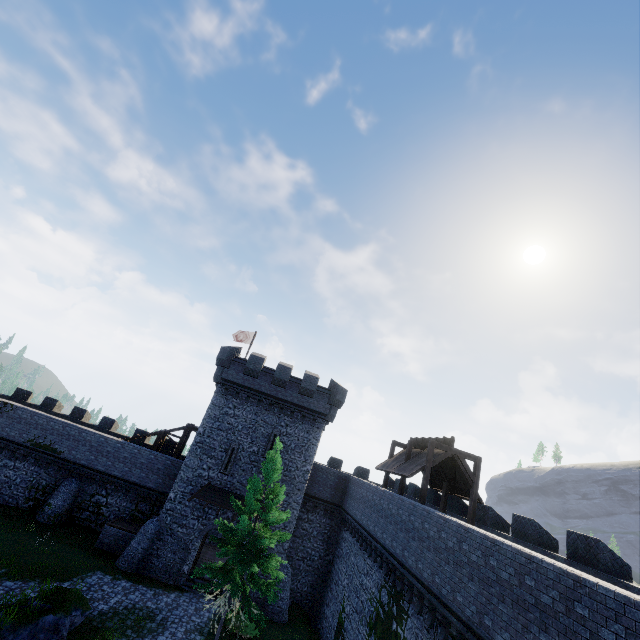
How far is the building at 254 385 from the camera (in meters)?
24.23

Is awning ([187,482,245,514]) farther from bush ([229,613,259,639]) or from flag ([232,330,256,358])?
flag ([232,330,256,358])

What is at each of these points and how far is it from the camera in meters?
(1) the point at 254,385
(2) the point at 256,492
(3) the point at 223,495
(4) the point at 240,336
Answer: (1) building, 27.6 m
(2) tree, 17.9 m
(3) awning, 24.6 m
(4) flag, 35.9 m

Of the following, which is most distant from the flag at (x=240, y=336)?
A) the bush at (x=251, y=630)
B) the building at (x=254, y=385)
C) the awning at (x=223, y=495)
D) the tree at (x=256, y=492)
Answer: the bush at (x=251, y=630)

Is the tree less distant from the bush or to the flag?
the bush

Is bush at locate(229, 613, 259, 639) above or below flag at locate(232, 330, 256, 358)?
below

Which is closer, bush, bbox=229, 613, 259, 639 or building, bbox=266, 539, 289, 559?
bush, bbox=229, 613, 259, 639

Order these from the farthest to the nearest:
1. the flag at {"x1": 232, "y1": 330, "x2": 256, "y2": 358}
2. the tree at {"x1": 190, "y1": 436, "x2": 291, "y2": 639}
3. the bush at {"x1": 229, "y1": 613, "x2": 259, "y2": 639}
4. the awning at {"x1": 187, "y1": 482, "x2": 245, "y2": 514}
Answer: the flag at {"x1": 232, "y1": 330, "x2": 256, "y2": 358}, the awning at {"x1": 187, "y1": 482, "x2": 245, "y2": 514}, the bush at {"x1": 229, "y1": 613, "x2": 259, "y2": 639}, the tree at {"x1": 190, "y1": 436, "x2": 291, "y2": 639}
